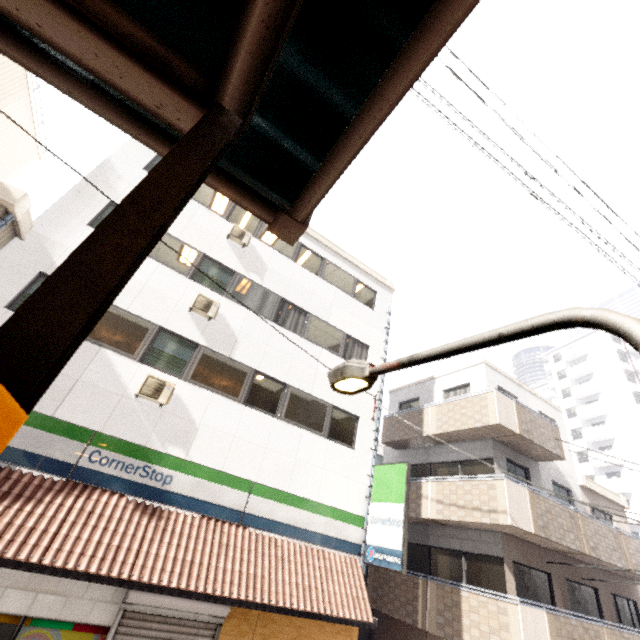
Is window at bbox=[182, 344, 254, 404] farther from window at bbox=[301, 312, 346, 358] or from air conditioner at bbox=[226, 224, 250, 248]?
air conditioner at bbox=[226, 224, 250, 248]

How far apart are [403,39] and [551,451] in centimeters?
1502cm

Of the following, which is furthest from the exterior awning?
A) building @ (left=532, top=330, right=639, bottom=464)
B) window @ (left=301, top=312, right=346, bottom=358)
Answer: building @ (left=532, top=330, right=639, bottom=464)

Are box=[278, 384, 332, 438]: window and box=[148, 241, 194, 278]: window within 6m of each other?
yes

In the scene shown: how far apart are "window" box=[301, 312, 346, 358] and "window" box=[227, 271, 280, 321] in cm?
109

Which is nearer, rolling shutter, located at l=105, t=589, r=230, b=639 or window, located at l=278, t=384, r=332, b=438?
rolling shutter, located at l=105, t=589, r=230, b=639

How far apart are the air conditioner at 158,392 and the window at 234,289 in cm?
320

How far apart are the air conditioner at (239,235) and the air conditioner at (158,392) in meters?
5.4 m
